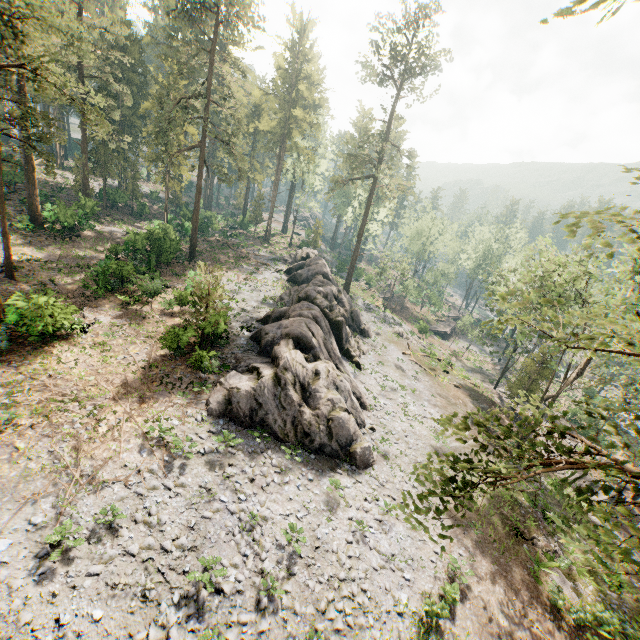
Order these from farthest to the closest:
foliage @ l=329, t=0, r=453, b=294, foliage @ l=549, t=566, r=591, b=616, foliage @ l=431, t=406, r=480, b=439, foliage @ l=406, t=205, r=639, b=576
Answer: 1. foliage @ l=329, t=0, r=453, b=294
2. foliage @ l=549, t=566, r=591, b=616
3. foliage @ l=431, t=406, r=480, b=439
4. foliage @ l=406, t=205, r=639, b=576

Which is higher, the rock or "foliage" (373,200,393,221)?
"foliage" (373,200,393,221)

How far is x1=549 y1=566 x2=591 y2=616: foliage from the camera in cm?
1572

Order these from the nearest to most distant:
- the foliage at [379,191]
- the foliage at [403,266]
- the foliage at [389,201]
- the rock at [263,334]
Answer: the rock at [263,334]
the foliage at [379,191]
the foliage at [403,266]
the foliage at [389,201]

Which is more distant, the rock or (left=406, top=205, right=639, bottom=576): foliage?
the rock

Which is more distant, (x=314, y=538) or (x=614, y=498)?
(x=614, y=498)

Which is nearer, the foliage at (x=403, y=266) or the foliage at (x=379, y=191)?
the foliage at (x=379, y=191)
